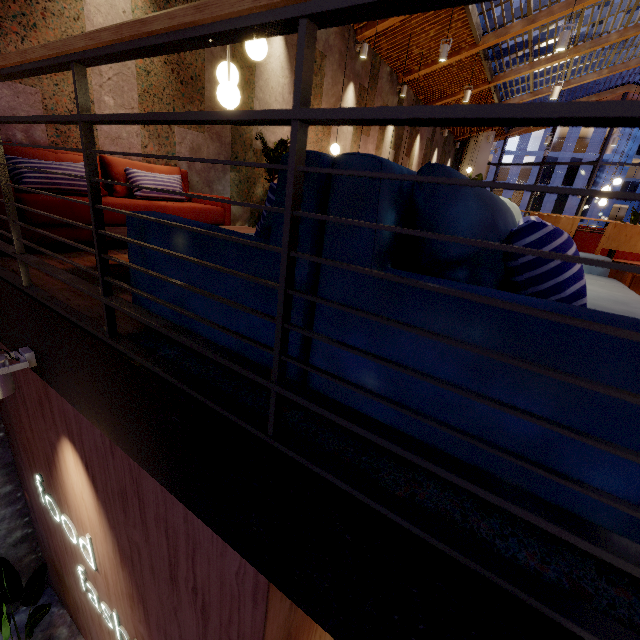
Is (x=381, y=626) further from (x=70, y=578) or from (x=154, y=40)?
(x=70, y=578)

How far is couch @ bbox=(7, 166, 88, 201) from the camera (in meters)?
A: 2.77

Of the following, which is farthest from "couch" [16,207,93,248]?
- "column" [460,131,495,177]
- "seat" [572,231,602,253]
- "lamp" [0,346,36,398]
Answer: "column" [460,131,495,177]

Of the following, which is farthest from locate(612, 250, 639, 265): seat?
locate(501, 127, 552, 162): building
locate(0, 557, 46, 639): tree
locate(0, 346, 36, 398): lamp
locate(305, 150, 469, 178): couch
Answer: locate(501, 127, 552, 162): building

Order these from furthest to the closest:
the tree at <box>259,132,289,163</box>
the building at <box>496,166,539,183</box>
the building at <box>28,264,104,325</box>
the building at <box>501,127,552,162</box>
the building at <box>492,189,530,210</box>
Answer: the building at <box>492,189,530,210</box>, the building at <box>496,166,539,183</box>, the building at <box>501,127,552,162</box>, the tree at <box>259,132,289,163</box>, the building at <box>28,264,104,325</box>

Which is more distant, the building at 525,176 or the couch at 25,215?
the building at 525,176

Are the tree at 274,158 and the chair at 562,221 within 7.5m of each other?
yes

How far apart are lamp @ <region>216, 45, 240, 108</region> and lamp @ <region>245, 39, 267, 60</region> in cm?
18
